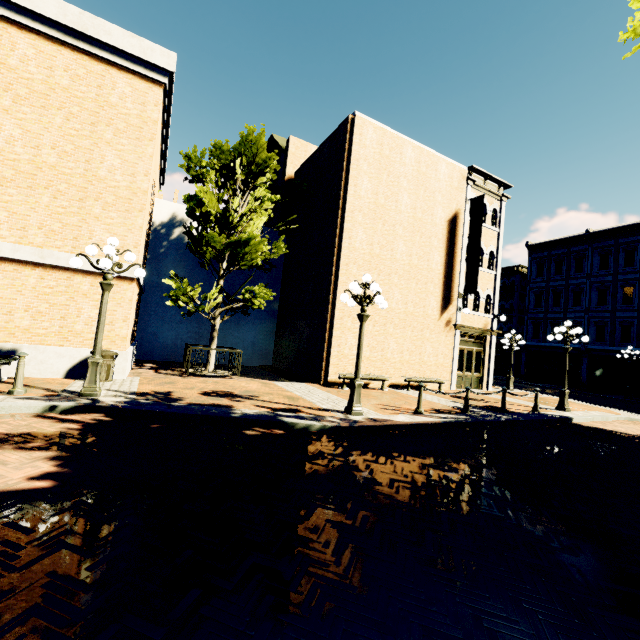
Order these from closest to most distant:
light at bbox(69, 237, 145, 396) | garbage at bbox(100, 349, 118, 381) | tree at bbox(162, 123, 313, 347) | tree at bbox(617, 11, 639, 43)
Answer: Result:
tree at bbox(617, 11, 639, 43)
light at bbox(69, 237, 145, 396)
garbage at bbox(100, 349, 118, 381)
tree at bbox(162, 123, 313, 347)

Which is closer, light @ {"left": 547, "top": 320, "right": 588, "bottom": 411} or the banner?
light @ {"left": 547, "top": 320, "right": 588, "bottom": 411}

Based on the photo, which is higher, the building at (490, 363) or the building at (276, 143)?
the building at (276, 143)

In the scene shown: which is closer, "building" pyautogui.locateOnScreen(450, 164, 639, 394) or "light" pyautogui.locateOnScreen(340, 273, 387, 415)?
"light" pyautogui.locateOnScreen(340, 273, 387, 415)

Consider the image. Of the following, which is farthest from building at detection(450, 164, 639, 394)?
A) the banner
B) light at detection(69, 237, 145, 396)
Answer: light at detection(69, 237, 145, 396)

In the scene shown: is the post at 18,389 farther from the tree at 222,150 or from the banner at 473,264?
the banner at 473,264

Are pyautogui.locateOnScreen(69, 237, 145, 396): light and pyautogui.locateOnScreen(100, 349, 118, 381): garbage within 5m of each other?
yes

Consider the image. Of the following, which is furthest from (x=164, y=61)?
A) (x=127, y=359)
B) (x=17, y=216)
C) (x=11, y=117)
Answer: (x=127, y=359)
